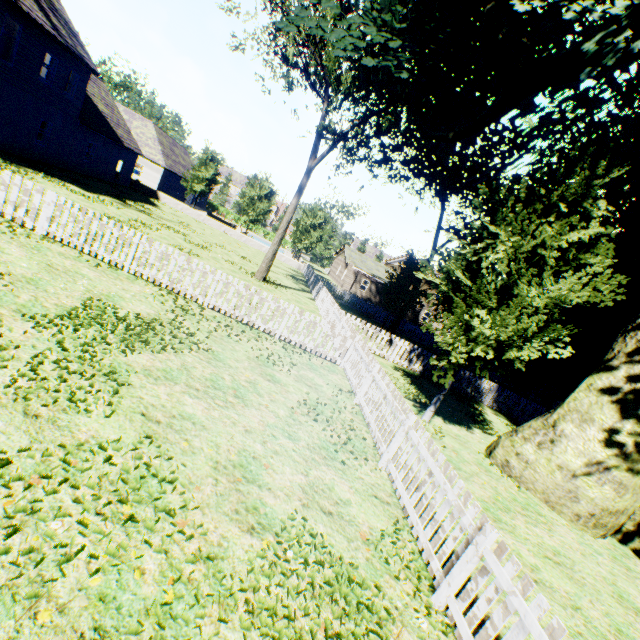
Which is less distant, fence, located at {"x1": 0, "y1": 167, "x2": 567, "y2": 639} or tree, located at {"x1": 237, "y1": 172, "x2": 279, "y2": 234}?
fence, located at {"x1": 0, "y1": 167, "x2": 567, "y2": 639}

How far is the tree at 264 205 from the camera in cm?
3659

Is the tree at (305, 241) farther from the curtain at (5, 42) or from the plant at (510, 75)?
the curtain at (5, 42)

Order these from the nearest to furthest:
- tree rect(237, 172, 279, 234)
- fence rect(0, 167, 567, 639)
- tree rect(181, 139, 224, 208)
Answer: fence rect(0, 167, 567, 639) → tree rect(181, 139, 224, 208) → tree rect(237, 172, 279, 234)

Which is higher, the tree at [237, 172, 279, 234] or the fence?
the tree at [237, 172, 279, 234]

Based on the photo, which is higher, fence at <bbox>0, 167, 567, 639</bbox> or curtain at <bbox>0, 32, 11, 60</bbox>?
curtain at <bbox>0, 32, 11, 60</bbox>

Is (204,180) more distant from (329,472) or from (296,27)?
(329,472)
